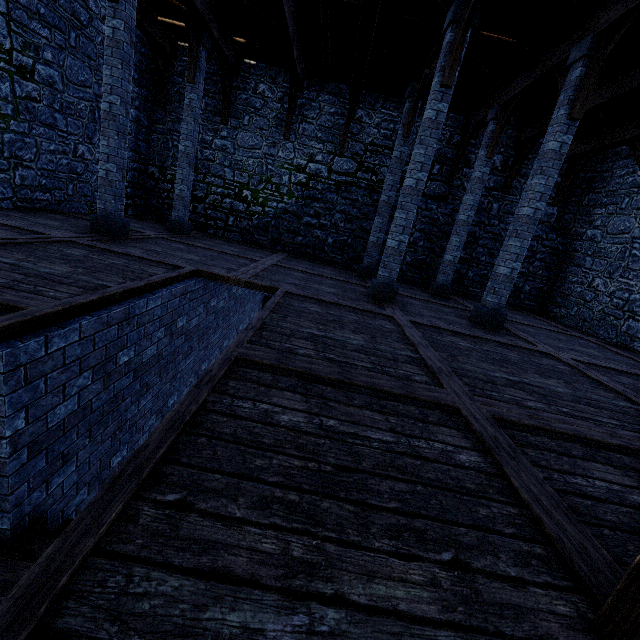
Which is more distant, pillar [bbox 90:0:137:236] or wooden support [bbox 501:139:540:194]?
wooden support [bbox 501:139:540:194]

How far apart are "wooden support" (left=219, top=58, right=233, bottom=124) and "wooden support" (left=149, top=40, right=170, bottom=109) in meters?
2.0

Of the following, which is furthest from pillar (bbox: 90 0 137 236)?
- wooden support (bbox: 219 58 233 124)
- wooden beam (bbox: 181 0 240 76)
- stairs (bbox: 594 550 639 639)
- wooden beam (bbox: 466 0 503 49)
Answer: stairs (bbox: 594 550 639 639)

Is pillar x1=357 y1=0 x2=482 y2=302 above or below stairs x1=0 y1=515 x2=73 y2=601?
above

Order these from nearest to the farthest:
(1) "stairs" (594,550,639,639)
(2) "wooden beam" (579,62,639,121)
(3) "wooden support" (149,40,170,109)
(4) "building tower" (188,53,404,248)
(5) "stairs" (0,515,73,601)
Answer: (1) "stairs" (594,550,639,639) < (5) "stairs" (0,515,73,601) < (2) "wooden beam" (579,62,639,121) < (3) "wooden support" (149,40,170,109) < (4) "building tower" (188,53,404,248)

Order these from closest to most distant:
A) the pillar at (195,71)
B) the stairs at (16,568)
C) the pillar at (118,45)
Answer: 1. the stairs at (16,568)
2. the pillar at (118,45)
3. the pillar at (195,71)

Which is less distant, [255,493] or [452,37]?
[255,493]

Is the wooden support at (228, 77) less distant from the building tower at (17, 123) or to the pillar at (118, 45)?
the building tower at (17, 123)
